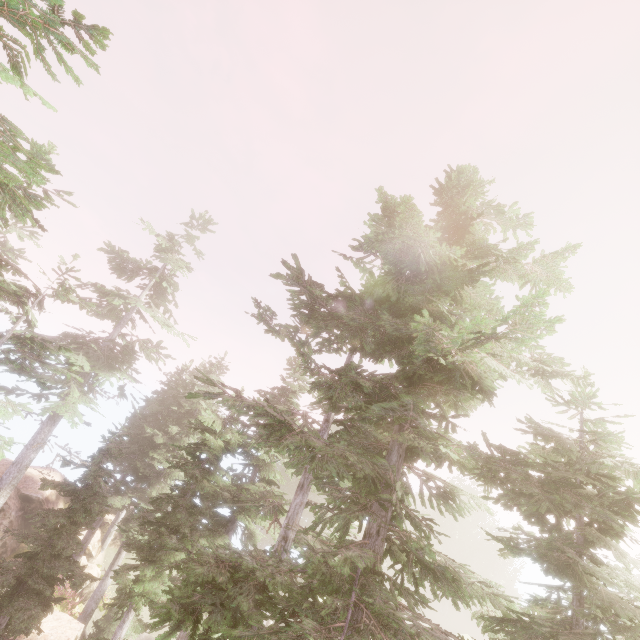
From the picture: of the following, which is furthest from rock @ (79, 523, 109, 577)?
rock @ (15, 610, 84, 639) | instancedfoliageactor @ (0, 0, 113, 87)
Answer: rock @ (15, 610, 84, 639)

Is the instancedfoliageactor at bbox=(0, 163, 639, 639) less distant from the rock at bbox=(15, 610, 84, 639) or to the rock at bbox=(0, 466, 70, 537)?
the rock at bbox=(0, 466, 70, 537)

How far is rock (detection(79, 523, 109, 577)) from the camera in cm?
2272

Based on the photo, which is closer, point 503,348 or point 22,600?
point 503,348

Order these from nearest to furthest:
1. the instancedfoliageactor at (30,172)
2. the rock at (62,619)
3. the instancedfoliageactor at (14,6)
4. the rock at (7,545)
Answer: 1. the instancedfoliageactor at (14,6)
2. the instancedfoliageactor at (30,172)
3. the rock at (62,619)
4. the rock at (7,545)

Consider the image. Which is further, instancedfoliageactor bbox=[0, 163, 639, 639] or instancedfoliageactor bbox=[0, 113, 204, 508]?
instancedfoliageactor bbox=[0, 163, 639, 639]

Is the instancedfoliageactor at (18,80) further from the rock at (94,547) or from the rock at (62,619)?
the rock at (62,619)
